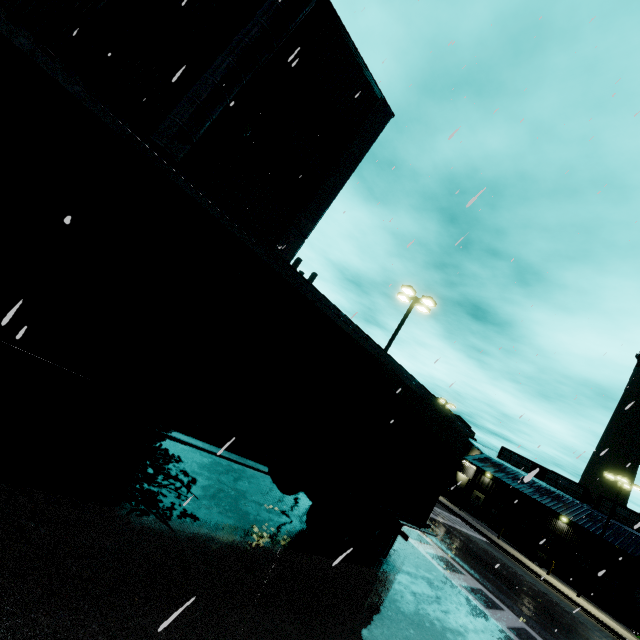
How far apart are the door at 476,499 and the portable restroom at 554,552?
10.3m

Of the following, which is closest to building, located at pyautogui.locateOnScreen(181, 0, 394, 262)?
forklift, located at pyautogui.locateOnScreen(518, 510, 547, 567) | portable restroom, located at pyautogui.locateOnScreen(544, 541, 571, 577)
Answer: portable restroom, located at pyautogui.locateOnScreen(544, 541, 571, 577)

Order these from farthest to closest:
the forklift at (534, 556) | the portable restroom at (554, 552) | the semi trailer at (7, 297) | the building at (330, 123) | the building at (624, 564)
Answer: the portable restroom at (554, 552)
the building at (624, 564)
the forklift at (534, 556)
the building at (330, 123)
the semi trailer at (7, 297)

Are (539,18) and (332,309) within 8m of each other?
yes

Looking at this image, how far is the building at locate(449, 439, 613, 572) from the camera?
35.8 meters

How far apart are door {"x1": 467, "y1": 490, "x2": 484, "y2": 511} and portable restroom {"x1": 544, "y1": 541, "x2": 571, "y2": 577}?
10.3 meters

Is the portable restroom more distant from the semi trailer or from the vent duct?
the vent duct

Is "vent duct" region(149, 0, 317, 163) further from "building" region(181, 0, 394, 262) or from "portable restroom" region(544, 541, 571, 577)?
"portable restroom" region(544, 541, 571, 577)
